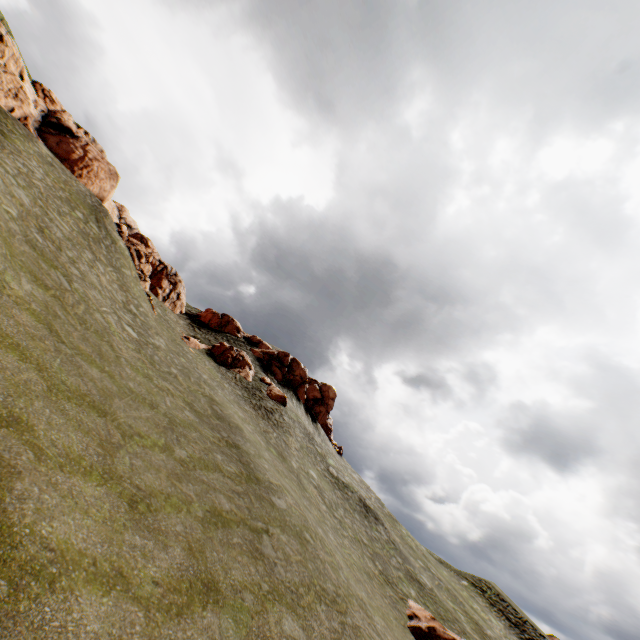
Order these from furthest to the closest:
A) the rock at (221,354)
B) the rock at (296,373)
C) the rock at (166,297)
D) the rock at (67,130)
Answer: the rock at (296,373) → the rock at (221,354) → the rock at (166,297) → the rock at (67,130)

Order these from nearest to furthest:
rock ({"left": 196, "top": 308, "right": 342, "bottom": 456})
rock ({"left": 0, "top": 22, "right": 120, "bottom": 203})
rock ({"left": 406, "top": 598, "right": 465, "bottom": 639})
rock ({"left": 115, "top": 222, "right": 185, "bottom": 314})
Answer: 1. rock ({"left": 406, "top": 598, "right": 465, "bottom": 639})
2. rock ({"left": 0, "top": 22, "right": 120, "bottom": 203})
3. rock ({"left": 115, "top": 222, "right": 185, "bottom": 314})
4. rock ({"left": 196, "top": 308, "right": 342, "bottom": 456})

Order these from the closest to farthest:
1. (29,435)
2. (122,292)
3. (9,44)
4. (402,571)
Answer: (29,435) < (122,292) < (402,571) < (9,44)

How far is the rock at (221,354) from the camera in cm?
3809

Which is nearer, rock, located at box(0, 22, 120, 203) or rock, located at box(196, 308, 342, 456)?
rock, located at box(0, 22, 120, 203)

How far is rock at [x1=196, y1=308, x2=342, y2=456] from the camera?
49.1 meters
